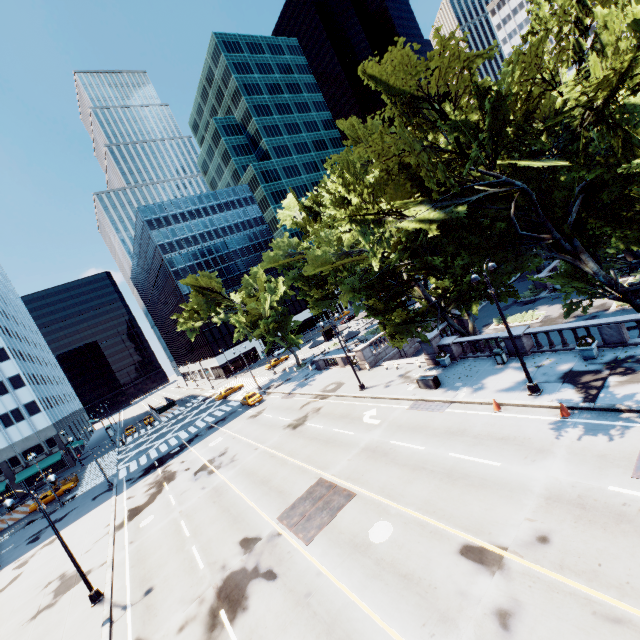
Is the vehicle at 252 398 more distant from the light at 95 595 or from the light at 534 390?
the light at 534 390

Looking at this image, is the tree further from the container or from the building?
the building

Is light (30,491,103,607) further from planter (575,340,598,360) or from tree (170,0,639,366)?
planter (575,340,598,360)

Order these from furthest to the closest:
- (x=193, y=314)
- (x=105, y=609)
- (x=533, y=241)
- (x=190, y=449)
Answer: (x=193, y=314) → (x=190, y=449) → (x=533, y=241) → (x=105, y=609)

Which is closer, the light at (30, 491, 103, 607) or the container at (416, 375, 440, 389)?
the light at (30, 491, 103, 607)

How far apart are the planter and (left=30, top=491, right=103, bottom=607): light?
29.2m

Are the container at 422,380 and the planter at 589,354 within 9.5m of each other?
yes

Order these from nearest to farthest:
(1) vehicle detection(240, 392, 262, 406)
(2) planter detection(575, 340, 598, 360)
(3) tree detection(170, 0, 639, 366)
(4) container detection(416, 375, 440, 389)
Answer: (3) tree detection(170, 0, 639, 366) < (2) planter detection(575, 340, 598, 360) < (4) container detection(416, 375, 440, 389) < (1) vehicle detection(240, 392, 262, 406)
